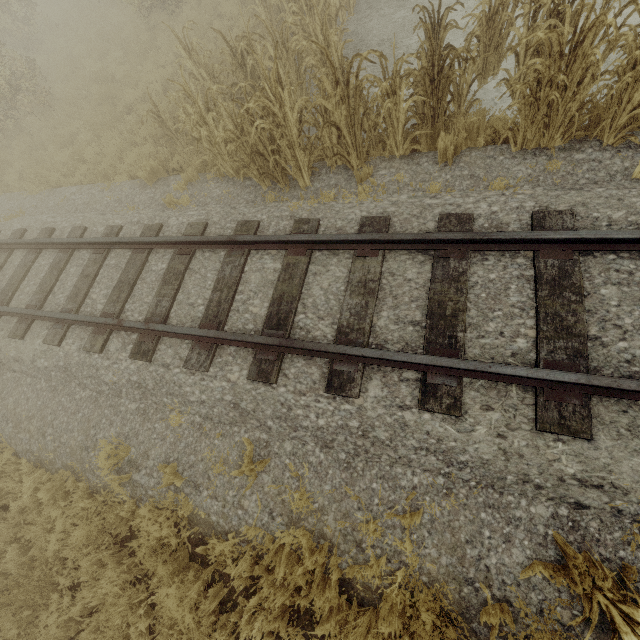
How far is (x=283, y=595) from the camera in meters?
3.3 m

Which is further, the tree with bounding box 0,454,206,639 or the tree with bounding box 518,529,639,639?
the tree with bounding box 0,454,206,639

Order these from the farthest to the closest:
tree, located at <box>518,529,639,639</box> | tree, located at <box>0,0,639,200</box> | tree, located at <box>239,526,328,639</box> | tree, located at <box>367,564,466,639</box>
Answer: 1. tree, located at <box>0,0,639,200</box>
2. tree, located at <box>239,526,328,639</box>
3. tree, located at <box>367,564,466,639</box>
4. tree, located at <box>518,529,639,639</box>

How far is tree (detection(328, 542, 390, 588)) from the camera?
2.9 meters

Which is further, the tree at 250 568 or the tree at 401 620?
the tree at 250 568

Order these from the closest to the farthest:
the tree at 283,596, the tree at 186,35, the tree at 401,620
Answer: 1. the tree at 401,620
2. the tree at 283,596
3. the tree at 186,35
